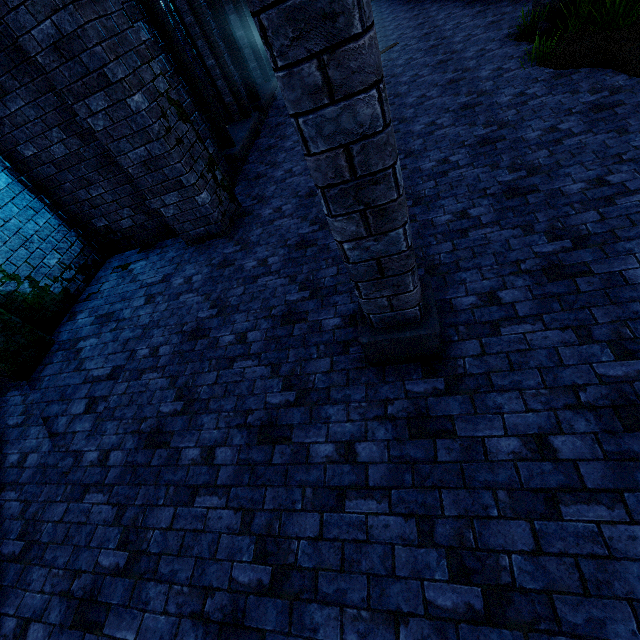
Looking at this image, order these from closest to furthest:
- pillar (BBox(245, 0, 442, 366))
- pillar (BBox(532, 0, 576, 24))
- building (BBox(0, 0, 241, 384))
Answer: pillar (BBox(245, 0, 442, 366)) < building (BBox(0, 0, 241, 384)) < pillar (BBox(532, 0, 576, 24))

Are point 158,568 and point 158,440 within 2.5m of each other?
yes

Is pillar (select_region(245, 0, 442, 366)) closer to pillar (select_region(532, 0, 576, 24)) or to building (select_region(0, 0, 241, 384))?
building (select_region(0, 0, 241, 384))

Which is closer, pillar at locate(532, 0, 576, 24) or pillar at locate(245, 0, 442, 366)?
pillar at locate(245, 0, 442, 366)

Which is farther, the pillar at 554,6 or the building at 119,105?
the pillar at 554,6

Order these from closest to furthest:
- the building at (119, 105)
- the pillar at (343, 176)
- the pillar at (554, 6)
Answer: the pillar at (343, 176), the building at (119, 105), the pillar at (554, 6)

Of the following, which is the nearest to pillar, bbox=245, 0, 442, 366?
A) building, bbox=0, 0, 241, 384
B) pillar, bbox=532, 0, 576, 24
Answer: building, bbox=0, 0, 241, 384
